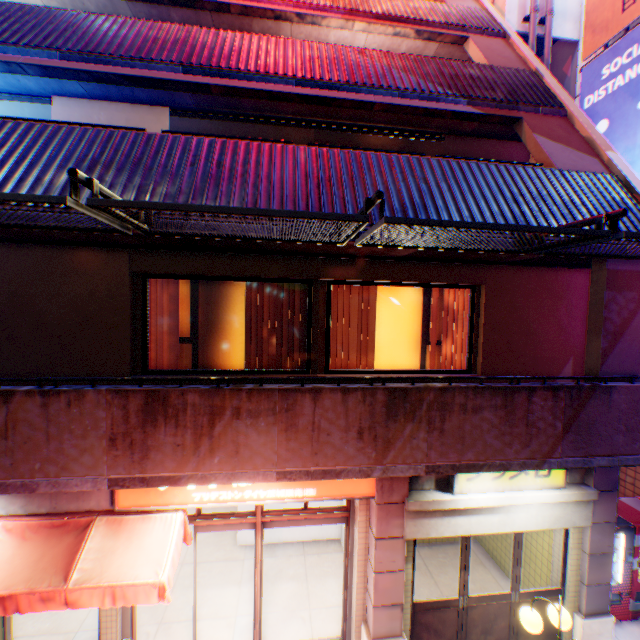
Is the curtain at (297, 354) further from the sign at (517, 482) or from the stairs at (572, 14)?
the stairs at (572, 14)

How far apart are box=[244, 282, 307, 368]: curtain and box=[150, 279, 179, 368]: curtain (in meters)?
1.09

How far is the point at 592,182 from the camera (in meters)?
5.39

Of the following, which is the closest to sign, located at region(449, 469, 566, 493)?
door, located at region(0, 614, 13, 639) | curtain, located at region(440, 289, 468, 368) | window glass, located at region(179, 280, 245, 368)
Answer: curtain, located at region(440, 289, 468, 368)

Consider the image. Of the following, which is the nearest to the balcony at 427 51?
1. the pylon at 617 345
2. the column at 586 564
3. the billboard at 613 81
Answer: the billboard at 613 81

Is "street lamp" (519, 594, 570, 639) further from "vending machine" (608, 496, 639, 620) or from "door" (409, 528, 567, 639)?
"vending machine" (608, 496, 639, 620)

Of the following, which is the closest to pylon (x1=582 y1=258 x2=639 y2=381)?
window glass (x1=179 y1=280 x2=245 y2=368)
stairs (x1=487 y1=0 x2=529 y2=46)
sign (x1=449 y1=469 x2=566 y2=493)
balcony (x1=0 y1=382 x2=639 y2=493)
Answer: balcony (x1=0 y1=382 x2=639 y2=493)

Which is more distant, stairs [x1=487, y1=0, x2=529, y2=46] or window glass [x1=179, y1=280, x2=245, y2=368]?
stairs [x1=487, y1=0, x2=529, y2=46]
